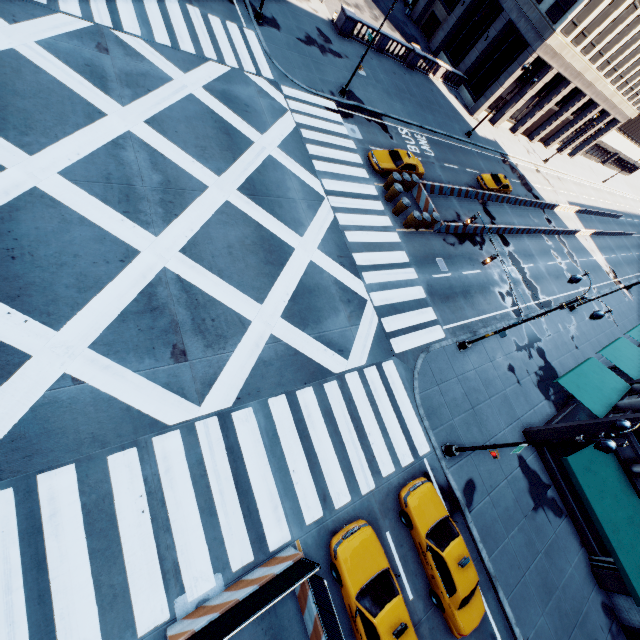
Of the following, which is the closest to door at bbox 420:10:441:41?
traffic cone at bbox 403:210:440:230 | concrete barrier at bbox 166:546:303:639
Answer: traffic cone at bbox 403:210:440:230

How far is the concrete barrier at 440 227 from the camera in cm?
2398

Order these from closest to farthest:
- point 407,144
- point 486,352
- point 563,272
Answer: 1. point 486,352
2. point 407,144
3. point 563,272

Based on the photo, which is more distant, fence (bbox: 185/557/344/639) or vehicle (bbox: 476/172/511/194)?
vehicle (bbox: 476/172/511/194)

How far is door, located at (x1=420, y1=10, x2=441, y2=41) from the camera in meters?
42.1 m

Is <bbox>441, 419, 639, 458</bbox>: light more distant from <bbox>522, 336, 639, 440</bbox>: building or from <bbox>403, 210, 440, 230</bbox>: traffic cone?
<bbox>403, 210, 440, 230</bbox>: traffic cone

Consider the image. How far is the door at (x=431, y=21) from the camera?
42.1 meters

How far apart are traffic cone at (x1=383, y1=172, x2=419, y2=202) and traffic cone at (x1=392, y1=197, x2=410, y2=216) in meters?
1.4 m
